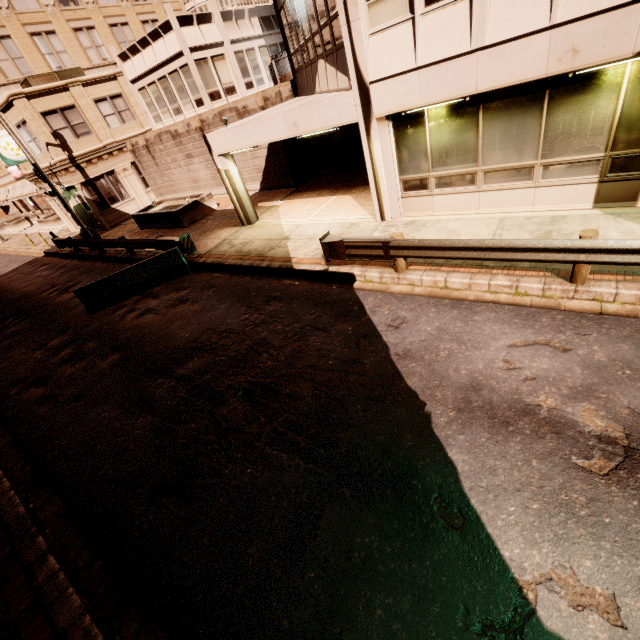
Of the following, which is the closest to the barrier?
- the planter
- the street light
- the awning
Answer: the planter

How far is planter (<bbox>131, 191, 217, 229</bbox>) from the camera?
17.2 meters

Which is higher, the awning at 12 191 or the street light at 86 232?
the awning at 12 191

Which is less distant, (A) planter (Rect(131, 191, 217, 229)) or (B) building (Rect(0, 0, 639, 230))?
(B) building (Rect(0, 0, 639, 230))

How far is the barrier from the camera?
11.8 meters

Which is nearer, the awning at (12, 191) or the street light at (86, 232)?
the street light at (86, 232)

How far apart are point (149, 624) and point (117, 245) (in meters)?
16.08

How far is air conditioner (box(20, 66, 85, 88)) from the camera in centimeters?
1966cm
